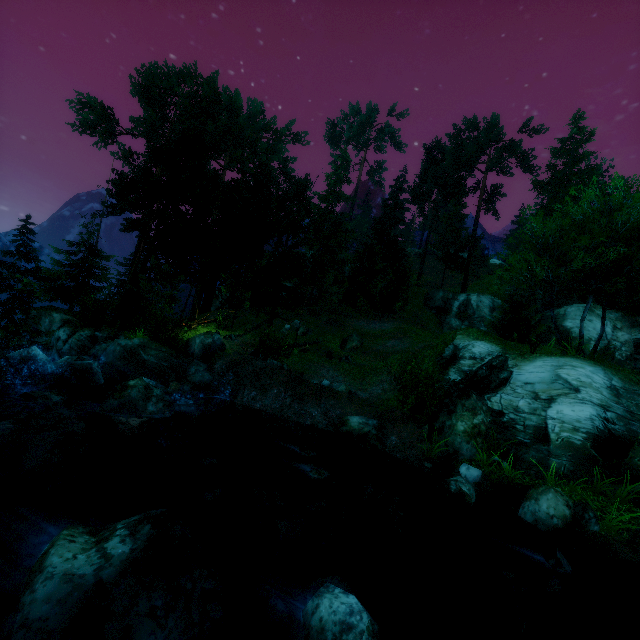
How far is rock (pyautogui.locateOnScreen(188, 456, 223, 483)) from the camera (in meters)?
9.61

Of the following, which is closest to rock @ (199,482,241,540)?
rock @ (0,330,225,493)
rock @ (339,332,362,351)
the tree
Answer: rock @ (0,330,225,493)

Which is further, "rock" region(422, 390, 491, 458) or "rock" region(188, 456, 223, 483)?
"rock" region(422, 390, 491, 458)

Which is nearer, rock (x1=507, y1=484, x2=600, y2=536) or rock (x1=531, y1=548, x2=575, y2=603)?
rock (x1=531, y1=548, x2=575, y2=603)

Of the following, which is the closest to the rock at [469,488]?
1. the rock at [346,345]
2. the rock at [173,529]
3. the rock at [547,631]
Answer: the rock at [547,631]

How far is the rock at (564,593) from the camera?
6.3m

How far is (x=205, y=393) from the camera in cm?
1549

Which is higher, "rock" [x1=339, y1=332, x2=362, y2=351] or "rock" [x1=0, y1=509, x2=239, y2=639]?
"rock" [x1=339, y1=332, x2=362, y2=351]
